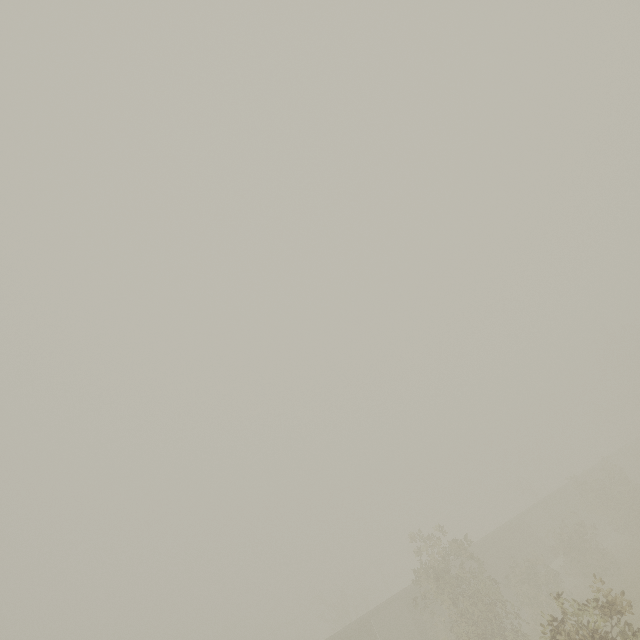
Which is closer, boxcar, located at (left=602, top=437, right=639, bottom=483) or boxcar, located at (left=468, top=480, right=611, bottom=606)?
boxcar, located at (left=468, top=480, right=611, bottom=606)

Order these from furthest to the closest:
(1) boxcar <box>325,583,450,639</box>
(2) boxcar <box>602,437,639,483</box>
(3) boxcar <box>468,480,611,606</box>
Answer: (2) boxcar <box>602,437,639,483</box> → (3) boxcar <box>468,480,611,606</box> → (1) boxcar <box>325,583,450,639</box>

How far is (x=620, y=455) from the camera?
44.1 meters

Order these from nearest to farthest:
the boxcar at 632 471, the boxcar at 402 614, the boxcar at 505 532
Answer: the boxcar at 402 614 < the boxcar at 505 532 < the boxcar at 632 471

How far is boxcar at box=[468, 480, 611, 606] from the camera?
26.22m

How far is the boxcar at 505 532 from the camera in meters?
26.2 m
